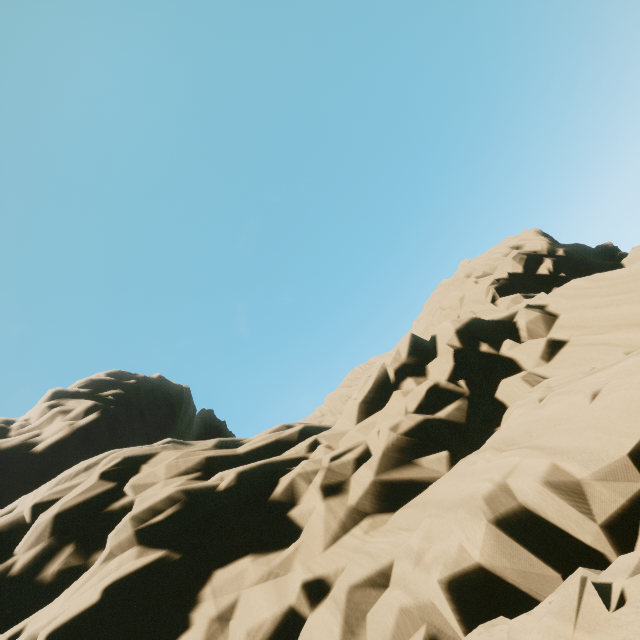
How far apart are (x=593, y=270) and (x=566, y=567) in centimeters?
1920cm
